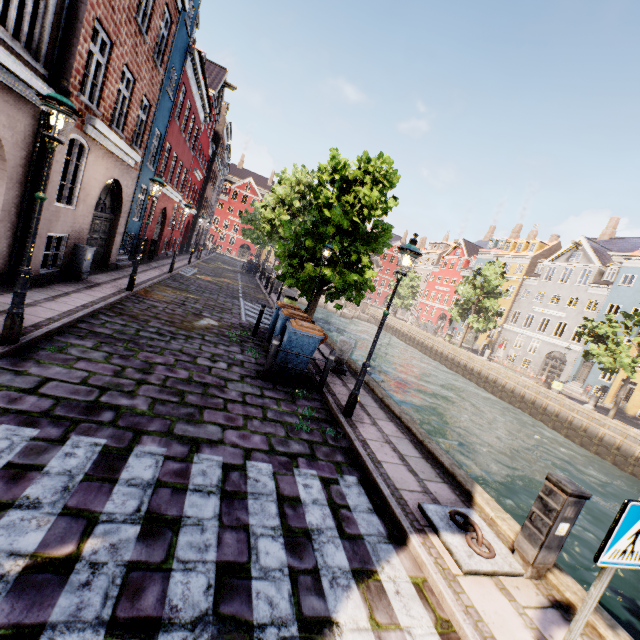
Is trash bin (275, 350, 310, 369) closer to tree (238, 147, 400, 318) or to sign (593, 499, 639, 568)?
tree (238, 147, 400, 318)

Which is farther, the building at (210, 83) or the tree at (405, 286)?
the tree at (405, 286)

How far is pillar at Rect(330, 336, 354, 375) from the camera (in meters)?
9.58

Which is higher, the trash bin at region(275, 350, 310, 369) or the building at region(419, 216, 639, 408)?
the building at region(419, 216, 639, 408)

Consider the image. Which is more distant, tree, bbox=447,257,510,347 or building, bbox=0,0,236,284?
tree, bbox=447,257,510,347

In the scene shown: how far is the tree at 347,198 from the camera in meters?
12.4

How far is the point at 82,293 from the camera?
8.7m

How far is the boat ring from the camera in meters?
3.8 m
